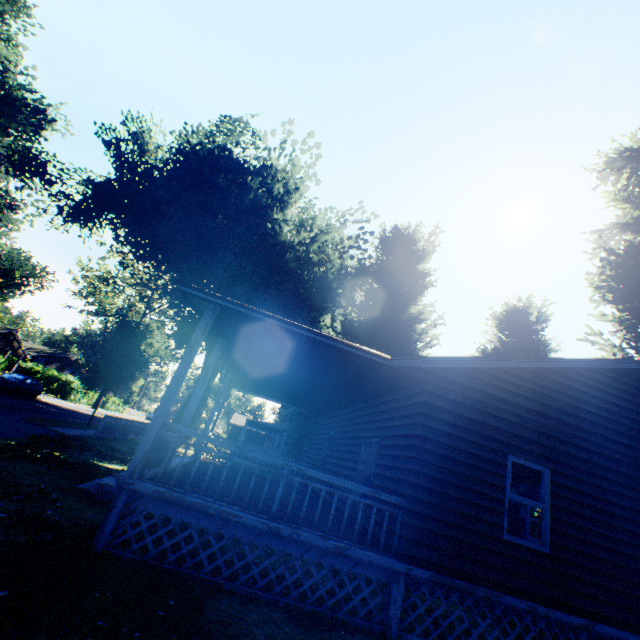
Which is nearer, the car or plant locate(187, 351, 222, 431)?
the car

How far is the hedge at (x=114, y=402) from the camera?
52.38m

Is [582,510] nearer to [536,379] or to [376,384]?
[536,379]

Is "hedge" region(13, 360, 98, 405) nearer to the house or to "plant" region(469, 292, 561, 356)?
"plant" region(469, 292, 561, 356)

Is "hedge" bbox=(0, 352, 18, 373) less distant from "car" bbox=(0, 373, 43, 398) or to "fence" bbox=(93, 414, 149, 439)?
"car" bbox=(0, 373, 43, 398)

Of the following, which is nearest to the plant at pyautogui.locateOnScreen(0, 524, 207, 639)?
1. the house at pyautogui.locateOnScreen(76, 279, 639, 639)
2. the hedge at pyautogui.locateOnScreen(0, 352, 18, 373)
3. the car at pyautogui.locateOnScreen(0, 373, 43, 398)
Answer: the house at pyautogui.locateOnScreen(76, 279, 639, 639)

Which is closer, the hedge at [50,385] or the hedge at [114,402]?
the hedge at [50,385]
